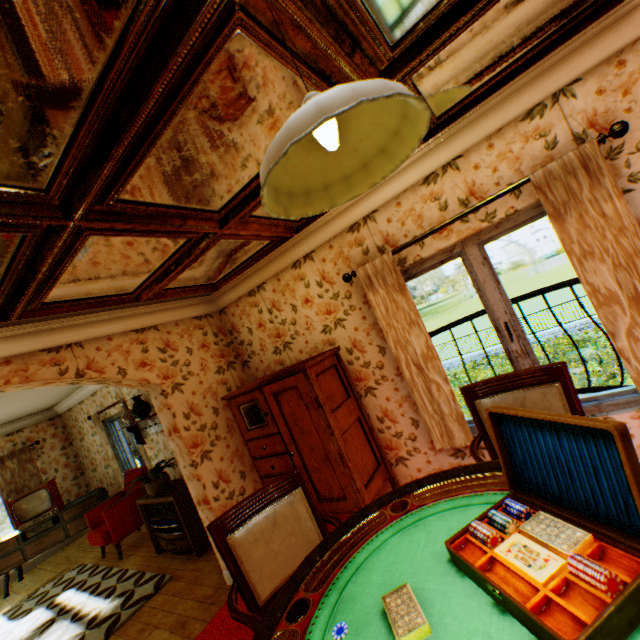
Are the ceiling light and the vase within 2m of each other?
no

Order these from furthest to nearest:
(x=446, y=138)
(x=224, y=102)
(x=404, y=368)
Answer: (x=404, y=368)
(x=446, y=138)
(x=224, y=102)

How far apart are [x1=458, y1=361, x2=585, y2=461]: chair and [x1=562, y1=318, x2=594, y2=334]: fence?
21.9m

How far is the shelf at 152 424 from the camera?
5.1 meters

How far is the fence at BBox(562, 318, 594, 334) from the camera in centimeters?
1891cm

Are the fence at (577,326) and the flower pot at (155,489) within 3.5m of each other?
no

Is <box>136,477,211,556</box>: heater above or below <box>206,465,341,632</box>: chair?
below

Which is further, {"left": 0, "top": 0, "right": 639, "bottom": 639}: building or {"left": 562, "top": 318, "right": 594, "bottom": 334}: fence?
{"left": 562, "top": 318, "right": 594, "bottom": 334}: fence
